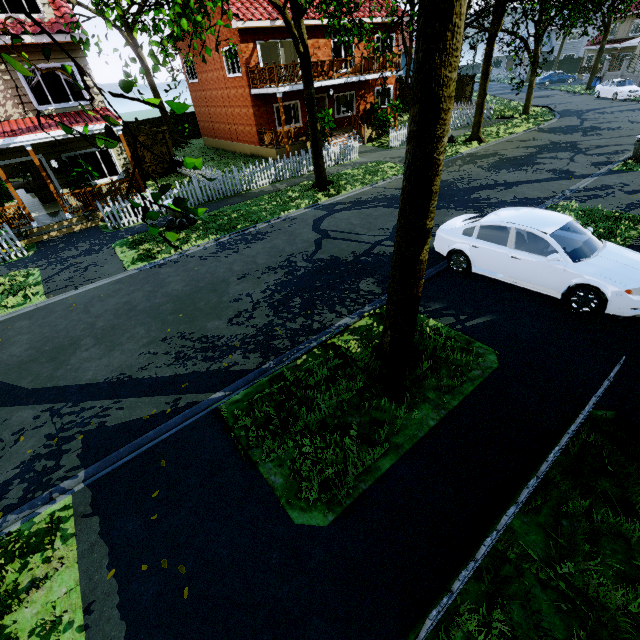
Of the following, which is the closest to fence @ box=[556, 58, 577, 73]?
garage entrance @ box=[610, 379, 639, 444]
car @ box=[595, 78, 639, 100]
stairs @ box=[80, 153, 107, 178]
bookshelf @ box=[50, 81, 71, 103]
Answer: stairs @ box=[80, 153, 107, 178]

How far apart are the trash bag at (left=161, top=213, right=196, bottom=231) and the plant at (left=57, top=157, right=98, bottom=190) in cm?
525

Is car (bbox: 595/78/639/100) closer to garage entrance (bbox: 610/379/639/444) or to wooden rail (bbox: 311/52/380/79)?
wooden rail (bbox: 311/52/380/79)

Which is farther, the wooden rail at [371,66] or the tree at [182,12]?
the wooden rail at [371,66]

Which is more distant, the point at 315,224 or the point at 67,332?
the point at 315,224

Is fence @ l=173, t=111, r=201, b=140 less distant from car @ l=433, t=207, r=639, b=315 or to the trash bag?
the trash bag

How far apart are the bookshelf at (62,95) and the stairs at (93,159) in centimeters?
241cm

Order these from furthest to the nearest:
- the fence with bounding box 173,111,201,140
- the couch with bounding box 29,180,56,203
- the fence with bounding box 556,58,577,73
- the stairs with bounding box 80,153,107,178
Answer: the fence with bounding box 556,58,577,73 → the fence with bounding box 173,111,201,140 → the stairs with bounding box 80,153,107,178 → the couch with bounding box 29,180,56,203
